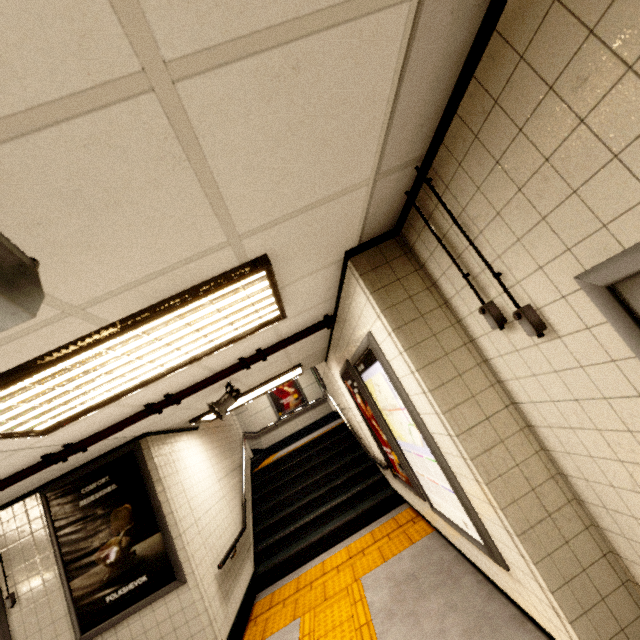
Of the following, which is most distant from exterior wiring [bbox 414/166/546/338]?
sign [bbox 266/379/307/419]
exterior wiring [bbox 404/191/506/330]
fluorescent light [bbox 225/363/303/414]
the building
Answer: sign [bbox 266/379/307/419]

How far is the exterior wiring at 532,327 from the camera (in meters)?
1.41

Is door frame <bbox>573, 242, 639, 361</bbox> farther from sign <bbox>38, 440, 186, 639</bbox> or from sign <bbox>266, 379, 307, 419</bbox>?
sign <bbox>266, 379, 307, 419</bbox>

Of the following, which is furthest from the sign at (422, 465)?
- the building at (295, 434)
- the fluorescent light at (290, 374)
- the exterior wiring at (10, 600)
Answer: the building at (295, 434)

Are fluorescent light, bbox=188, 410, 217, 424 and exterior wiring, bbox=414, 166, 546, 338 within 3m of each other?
no

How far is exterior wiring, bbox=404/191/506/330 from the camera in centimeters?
163cm

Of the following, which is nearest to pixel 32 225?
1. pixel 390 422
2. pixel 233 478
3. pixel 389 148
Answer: pixel 389 148

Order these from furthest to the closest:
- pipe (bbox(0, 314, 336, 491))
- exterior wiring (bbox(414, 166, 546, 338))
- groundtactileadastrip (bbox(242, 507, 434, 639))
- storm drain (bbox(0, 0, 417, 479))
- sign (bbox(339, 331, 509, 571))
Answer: groundtactileadastrip (bbox(242, 507, 434, 639)) → pipe (bbox(0, 314, 336, 491)) → sign (bbox(339, 331, 509, 571)) → exterior wiring (bbox(414, 166, 546, 338)) → storm drain (bbox(0, 0, 417, 479))
